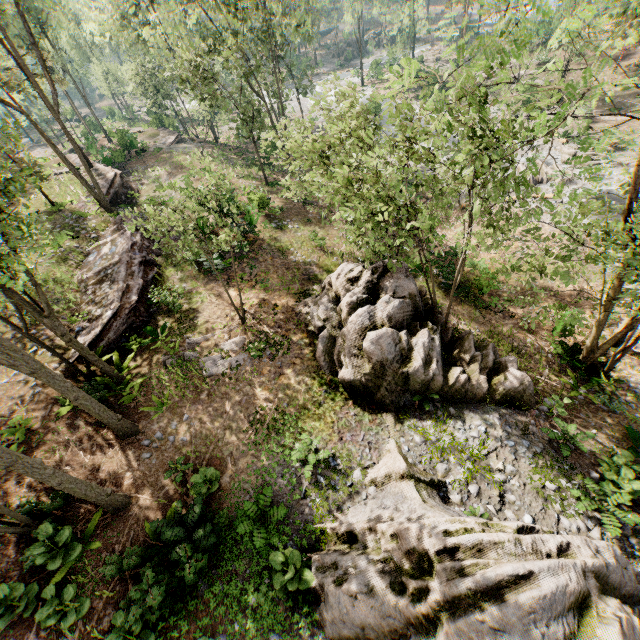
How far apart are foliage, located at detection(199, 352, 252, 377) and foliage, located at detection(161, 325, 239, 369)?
0.1 meters

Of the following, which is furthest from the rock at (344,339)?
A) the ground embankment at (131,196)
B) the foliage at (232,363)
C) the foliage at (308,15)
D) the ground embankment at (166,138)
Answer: the ground embankment at (166,138)

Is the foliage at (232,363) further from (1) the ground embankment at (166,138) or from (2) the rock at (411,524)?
(1) the ground embankment at (166,138)

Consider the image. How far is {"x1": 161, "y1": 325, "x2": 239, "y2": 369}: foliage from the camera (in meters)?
13.59

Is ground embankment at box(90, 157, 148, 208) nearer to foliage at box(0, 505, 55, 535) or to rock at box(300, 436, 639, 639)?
foliage at box(0, 505, 55, 535)

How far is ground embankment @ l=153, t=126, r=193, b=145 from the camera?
38.3 meters

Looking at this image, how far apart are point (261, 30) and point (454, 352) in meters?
24.1

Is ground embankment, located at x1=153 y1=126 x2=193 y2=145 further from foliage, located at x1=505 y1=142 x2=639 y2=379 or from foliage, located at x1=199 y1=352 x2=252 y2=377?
foliage, located at x1=199 y1=352 x2=252 y2=377
